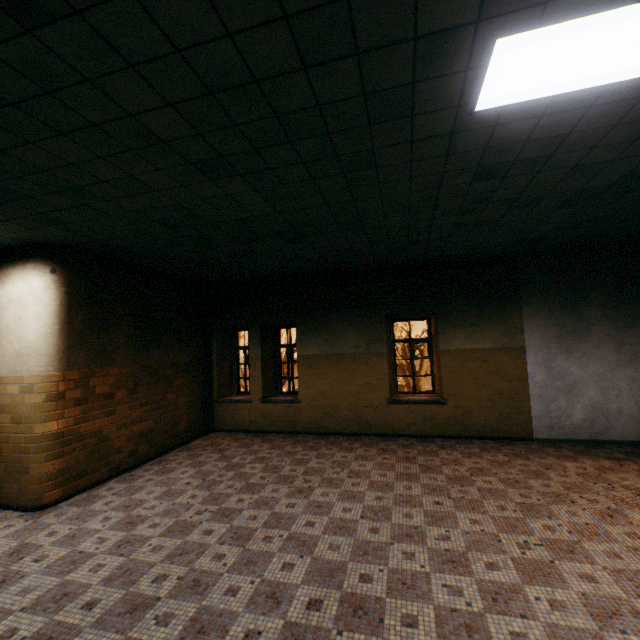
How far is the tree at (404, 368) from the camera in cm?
2194

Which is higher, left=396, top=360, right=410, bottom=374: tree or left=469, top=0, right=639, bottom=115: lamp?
left=469, top=0, right=639, bottom=115: lamp

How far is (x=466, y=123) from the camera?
2.6 meters

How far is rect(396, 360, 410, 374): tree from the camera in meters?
21.9 m

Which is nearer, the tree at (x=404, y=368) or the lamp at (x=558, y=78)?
the lamp at (x=558, y=78)

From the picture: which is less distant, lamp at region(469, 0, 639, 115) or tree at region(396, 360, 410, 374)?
lamp at region(469, 0, 639, 115)
